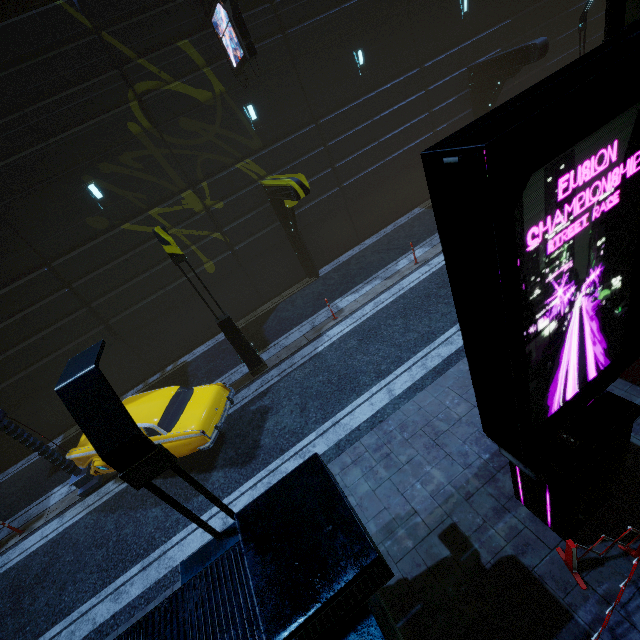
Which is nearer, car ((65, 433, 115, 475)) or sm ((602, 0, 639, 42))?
sm ((602, 0, 639, 42))

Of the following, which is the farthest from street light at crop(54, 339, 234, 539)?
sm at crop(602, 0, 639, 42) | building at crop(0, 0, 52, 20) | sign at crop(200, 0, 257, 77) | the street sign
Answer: sign at crop(200, 0, 257, 77)

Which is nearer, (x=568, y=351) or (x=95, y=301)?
(x=568, y=351)

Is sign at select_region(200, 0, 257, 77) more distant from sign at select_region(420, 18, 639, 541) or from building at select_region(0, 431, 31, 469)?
sign at select_region(420, 18, 639, 541)

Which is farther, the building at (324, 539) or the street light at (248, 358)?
the street light at (248, 358)

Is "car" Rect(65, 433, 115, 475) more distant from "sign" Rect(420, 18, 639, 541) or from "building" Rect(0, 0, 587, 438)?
"sign" Rect(420, 18, 639, 541)

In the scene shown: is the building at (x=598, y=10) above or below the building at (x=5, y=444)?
above

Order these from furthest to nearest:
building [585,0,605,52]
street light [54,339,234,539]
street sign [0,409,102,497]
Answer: building [585,0,605,52]
street sign [0,409,102,497]
street light [54,339,234,539]
